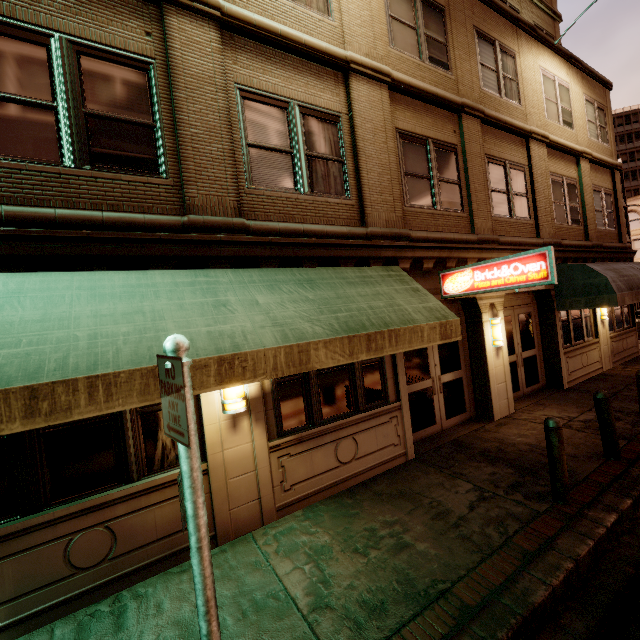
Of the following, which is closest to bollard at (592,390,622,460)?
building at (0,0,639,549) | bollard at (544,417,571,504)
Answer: bollard at (544,417,571,504)

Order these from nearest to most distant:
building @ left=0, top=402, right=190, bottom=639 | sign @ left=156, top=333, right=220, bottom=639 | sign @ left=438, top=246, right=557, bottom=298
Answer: sign @ left=156, top=333, right=220, bottom=639
building @ left=0, top=402, right=190, bottom=639
sign @ left=438, top=246, right=557, bottom=298

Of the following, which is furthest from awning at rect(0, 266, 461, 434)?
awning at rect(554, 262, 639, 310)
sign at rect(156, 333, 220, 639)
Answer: awning at rect(554, 262, 639, 310)

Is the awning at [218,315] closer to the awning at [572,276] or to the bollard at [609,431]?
the bollard at [609,431]

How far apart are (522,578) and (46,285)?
6.15m

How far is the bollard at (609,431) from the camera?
5.7 meters

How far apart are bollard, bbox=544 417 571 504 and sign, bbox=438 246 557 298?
2.26m

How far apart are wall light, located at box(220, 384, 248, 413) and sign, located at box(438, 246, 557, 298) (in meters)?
4.82
